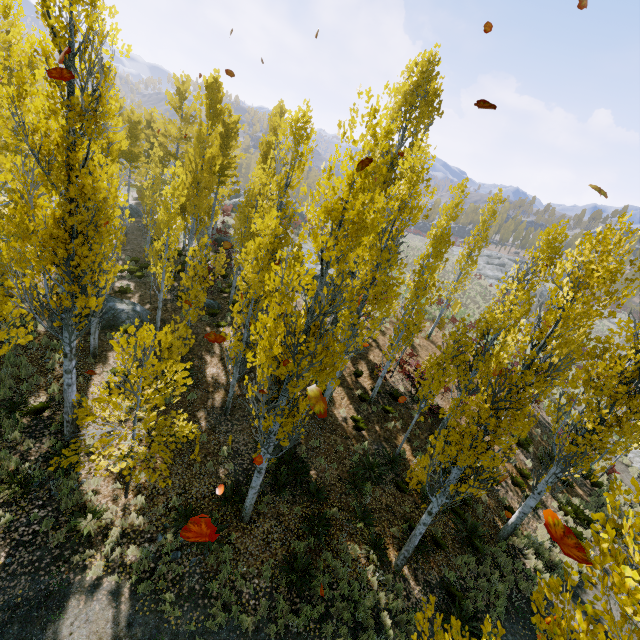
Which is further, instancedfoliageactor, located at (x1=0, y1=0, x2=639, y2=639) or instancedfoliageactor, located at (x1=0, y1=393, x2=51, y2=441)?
instancedfoliageactor, located at (x1=0, y1=393, x2=51, y2=441)

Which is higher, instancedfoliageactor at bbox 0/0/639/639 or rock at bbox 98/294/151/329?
instancedfoliageactor at bbox 0/0/639/639

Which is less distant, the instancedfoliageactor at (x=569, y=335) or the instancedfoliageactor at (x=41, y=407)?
the instancedfoliageactor at (x=569, y=335)

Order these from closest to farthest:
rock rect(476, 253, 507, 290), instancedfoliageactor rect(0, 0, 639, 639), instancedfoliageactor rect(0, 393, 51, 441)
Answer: instancedfoliageactor rect(0, 0, 639, 639) → instancedfoliageactor rect(0, 393, 51, 441) → rock rect(476, 253, 507, 290)

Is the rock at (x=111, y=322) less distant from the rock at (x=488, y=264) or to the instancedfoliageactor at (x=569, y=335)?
the instancedfoliageactor at (x=569, y=335)

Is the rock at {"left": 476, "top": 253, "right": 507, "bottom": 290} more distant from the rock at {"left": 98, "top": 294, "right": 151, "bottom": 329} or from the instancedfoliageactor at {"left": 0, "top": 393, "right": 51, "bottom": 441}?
the rock at {"left": 98, "top": 294, "right": 151, "bottom": 329}

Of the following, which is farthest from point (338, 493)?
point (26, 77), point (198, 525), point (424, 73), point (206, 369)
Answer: point (26, 77)
